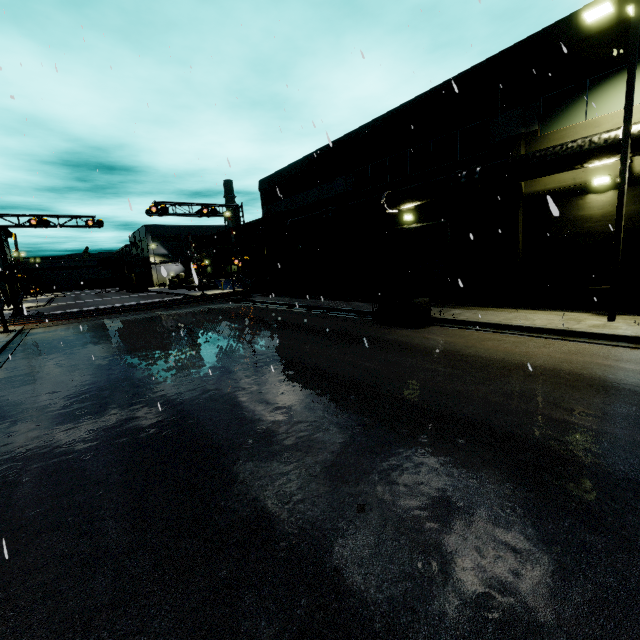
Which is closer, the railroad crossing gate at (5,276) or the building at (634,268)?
the building at (634,268)

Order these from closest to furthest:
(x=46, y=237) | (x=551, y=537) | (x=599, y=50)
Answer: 1. (x=551, y=537)
2. (x=46, y=237)
3. (x=599, y=50)

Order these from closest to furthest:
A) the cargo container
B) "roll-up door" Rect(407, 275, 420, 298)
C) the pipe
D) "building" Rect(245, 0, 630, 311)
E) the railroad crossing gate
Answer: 1. the pipe
2. "building" Rect(245, 0, 630, 311)
3. "roll-up door" Rect(407, 275, 420, 298)
4. the railroad crossing gate
5. the cargo container

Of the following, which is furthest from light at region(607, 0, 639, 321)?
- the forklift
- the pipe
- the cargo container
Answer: the cargo container

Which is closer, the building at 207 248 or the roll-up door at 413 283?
the roll-up door at 413 283

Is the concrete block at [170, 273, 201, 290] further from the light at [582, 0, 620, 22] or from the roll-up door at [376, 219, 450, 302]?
the light at [582, 0, 620, 22]

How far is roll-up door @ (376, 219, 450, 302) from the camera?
17.7m

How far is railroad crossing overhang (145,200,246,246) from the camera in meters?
26.1 m
